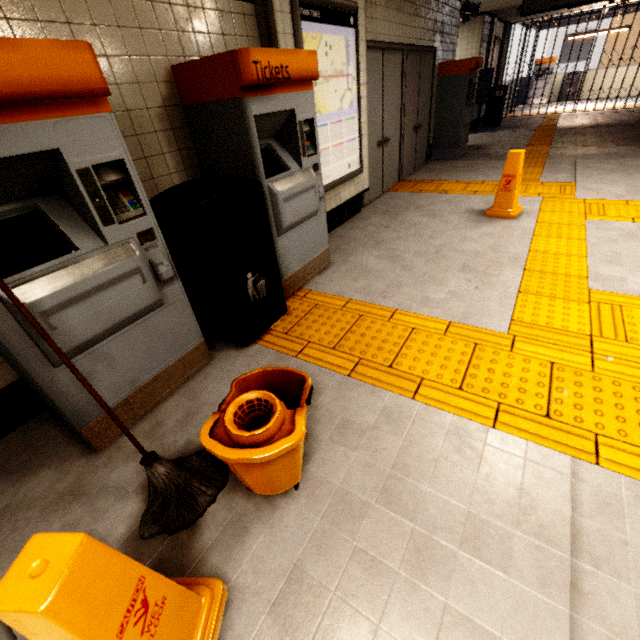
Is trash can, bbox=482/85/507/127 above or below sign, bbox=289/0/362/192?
below

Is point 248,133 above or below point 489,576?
above

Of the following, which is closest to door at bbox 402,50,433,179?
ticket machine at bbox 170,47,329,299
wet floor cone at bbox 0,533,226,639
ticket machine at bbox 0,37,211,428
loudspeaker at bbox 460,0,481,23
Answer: loudspeaker at bbox 460,0,481,23

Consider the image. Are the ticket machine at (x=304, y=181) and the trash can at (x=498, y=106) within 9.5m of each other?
no

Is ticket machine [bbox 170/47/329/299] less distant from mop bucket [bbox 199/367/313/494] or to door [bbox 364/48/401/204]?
mop bucket [bbox 199/367/313/494]

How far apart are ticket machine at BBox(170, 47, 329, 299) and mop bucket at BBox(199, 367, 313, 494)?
1.3 meters

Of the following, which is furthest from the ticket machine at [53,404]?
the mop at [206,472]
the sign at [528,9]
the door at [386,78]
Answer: the sign at [528,9]

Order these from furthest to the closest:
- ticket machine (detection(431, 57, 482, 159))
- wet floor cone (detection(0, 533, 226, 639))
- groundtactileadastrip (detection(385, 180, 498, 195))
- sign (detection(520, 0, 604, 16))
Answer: ticket machine (detection(431, 57, 482, 159)), sign (detection(520, 0, 604, 16)), groundtactileadastrip (detection(385, 180, 498, 195)), wet floor cone (detection(0, 533, 226, 639))
